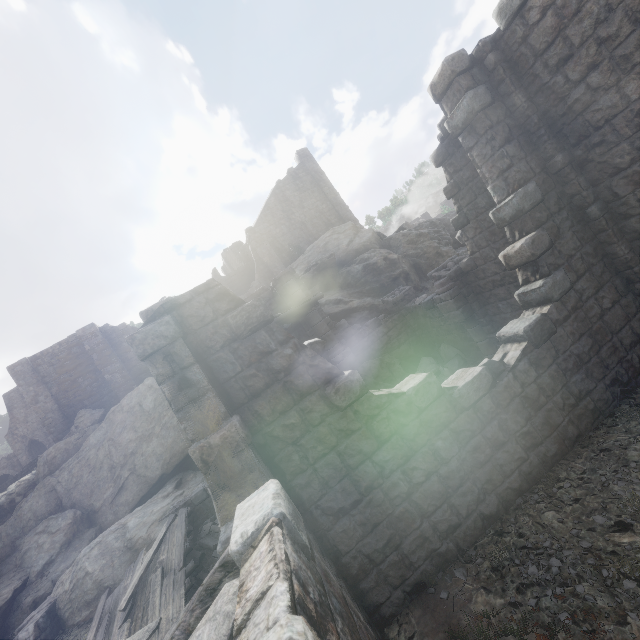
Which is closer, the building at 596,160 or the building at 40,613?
the building at 596,160

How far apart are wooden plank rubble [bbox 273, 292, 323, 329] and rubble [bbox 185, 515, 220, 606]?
5.2 meters

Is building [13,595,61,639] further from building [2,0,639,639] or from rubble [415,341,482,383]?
rubble [415,341,482,383]

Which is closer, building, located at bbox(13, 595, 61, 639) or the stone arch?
building, located at bbox(13, 595, 61, 639)

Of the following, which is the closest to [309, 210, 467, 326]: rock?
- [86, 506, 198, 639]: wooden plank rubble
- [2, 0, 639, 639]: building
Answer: [2, 0, 639, 639]: building

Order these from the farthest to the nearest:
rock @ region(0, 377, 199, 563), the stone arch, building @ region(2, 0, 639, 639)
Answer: the stone arch
rock @ region(0, 377, 199, 563)
building @ region(2, 0, 639, 639)

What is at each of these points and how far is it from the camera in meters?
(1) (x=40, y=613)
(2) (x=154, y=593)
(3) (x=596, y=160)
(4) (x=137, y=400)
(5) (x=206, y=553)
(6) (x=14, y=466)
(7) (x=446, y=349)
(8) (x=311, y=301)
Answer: (1) building, 11.4
(2) wooden plank rubble, 8.4
(3) building, 6.7
(4) rock, 20.0
(5) rubble, 9.6
(6) stone arch, 34.8
(7) rubble, 14.6
(8) wooden plank rubble, 12.0

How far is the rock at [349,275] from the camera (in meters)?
19.77
